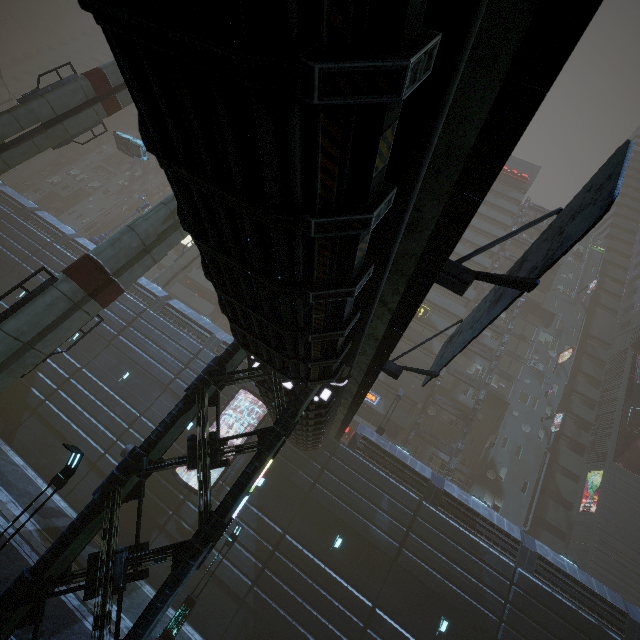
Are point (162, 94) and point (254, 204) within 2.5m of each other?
yes

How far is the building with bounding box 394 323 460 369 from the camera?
34.3 meters

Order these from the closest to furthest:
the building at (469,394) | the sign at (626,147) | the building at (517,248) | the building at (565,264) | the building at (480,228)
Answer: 1. the sign at (626,147)
2. the building at (565,264)
3. the building at (469,394)
4. the building at (480,228)
5. the building at (517,248)

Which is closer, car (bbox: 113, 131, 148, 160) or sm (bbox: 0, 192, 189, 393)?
sm (bbox: 0, 192, 189, 393)

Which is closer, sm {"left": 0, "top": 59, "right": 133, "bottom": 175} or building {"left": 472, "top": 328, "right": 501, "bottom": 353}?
sm {"left": 0, "top": 59, "right": 133, "bottom": 175}

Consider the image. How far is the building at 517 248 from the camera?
46.5m

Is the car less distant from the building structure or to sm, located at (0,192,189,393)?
sm, located at (0,192,189,393)

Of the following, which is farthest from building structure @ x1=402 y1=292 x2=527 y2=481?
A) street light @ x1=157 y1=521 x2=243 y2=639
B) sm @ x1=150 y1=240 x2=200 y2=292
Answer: sm @ x1=150 y1=240 x2=200 y2=292
